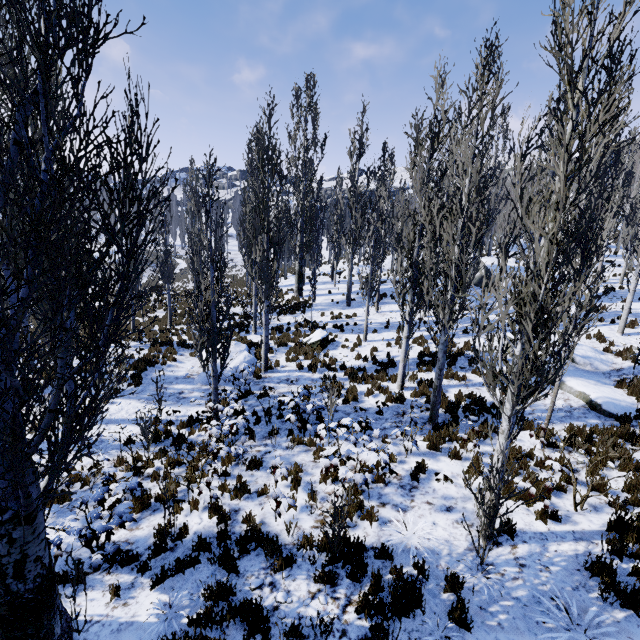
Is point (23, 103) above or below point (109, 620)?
→ above

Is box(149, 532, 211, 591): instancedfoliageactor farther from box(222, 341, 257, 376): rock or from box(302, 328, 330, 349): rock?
A: box(302, 328, 330, 349): rock

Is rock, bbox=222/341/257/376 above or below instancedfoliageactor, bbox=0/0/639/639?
below

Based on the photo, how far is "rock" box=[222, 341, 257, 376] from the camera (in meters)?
14.00

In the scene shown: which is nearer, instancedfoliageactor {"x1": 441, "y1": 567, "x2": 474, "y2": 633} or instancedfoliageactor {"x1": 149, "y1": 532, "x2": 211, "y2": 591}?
instancedfoliageactor {"x1": 441, "y1": 567, "x2": 474, "y2": 633}

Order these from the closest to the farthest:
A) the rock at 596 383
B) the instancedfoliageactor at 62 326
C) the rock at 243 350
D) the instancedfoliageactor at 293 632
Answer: the instancedfoliageactor at 62 326 < the instancedfoliageactor at 293 632 < the rock at 596 383 < the rock at 243 350

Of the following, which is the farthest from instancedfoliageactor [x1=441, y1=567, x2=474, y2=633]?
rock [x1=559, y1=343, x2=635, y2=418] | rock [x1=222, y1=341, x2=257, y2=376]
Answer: rock [x1=559, y1=343, x2=635, y2=418]

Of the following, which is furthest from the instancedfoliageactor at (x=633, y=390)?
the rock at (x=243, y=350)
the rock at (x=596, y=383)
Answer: the rock at (x=596, y=383)
